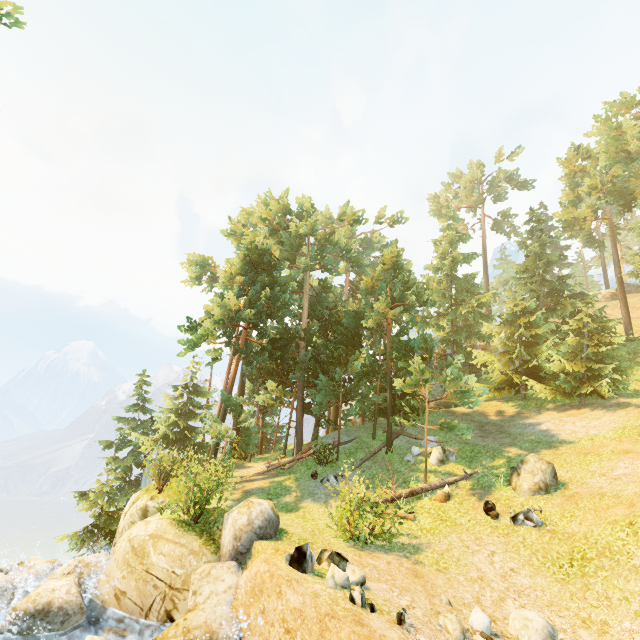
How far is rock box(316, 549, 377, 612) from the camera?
7.2m

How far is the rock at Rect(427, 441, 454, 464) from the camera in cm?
1764

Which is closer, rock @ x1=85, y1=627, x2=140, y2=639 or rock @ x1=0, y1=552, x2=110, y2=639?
rock @ x1=85, y1=627, x2=140, y2=639

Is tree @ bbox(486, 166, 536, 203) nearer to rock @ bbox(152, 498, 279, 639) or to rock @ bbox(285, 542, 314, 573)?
rock @ bbox(152, 498, 279, 639)

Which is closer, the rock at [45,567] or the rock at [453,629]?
the rock at [453,629]

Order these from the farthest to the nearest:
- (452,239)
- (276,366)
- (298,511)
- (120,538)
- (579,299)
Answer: (452,239)
(276,366)
(579,299)
(298,511)
(120,538)

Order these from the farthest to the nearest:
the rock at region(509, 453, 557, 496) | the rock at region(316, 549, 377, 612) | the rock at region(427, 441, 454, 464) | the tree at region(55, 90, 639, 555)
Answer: the tree at region(55, 90, 639, 555), the rock at region(427, 441, 454, 464), the rock at region(509, 453, 557, 496), the rock at region(316, 549, 377, 612)

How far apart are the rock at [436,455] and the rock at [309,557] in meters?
11.3
